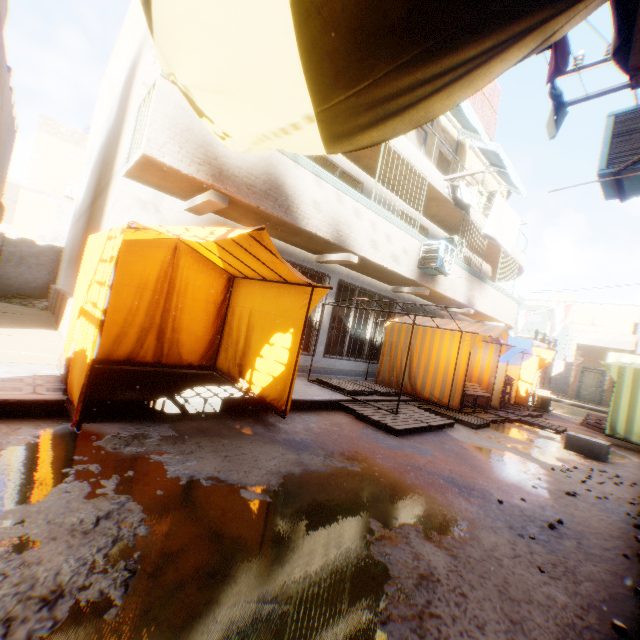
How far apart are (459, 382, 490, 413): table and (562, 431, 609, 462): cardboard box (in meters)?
1.26

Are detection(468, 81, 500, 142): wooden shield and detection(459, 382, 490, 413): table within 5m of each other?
no

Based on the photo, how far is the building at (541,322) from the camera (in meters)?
37.00

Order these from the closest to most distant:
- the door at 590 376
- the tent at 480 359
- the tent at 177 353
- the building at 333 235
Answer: the tent at 177 353, the building at 333 235, the tent at 480 359, the door at 590 376

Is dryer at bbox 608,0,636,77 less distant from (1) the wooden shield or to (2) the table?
(2) the table

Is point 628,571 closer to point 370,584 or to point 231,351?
point 370,584

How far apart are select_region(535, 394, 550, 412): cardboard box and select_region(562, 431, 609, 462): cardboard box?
3.6 meters

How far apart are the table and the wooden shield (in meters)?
10.38
